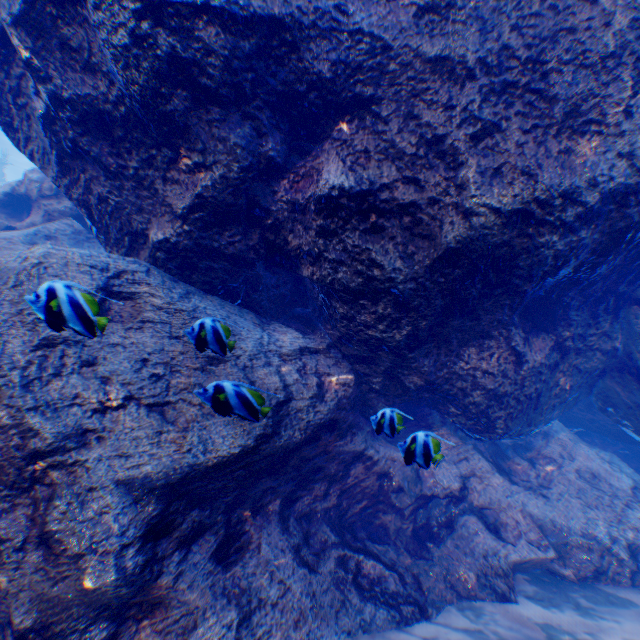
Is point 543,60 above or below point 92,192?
above
